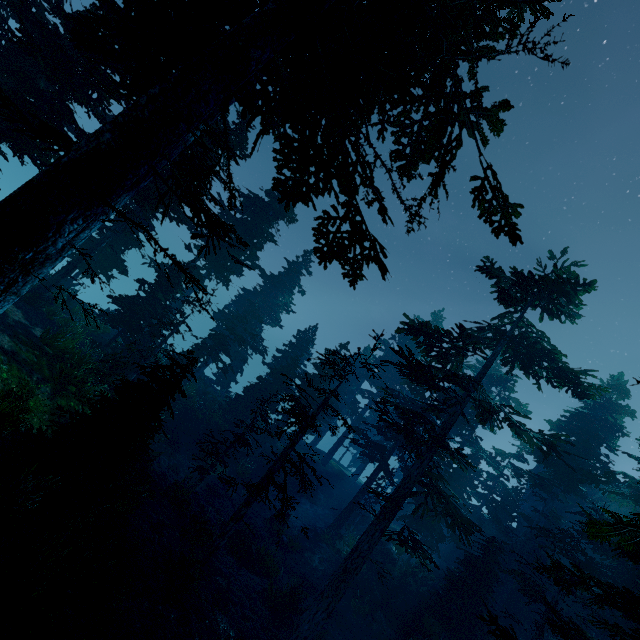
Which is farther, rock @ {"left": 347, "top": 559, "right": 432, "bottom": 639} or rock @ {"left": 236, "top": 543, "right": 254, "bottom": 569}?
rock @ {"left": 347, "top": 559, "right": 432, "bottom": 639}

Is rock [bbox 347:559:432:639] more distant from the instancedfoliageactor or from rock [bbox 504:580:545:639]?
rock [bbox 504:580:545:639]

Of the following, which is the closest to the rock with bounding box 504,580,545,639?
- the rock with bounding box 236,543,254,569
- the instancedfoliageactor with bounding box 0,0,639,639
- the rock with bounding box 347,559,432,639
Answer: the instancedfoliageactor with bounding box 0,0,639,639

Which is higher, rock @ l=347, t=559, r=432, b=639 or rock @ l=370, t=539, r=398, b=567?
rock @ l=370, t=539, r=398, b=567

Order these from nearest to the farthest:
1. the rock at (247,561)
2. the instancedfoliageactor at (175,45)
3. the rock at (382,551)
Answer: the instancedfoliageactor at (175,45)
the rock at (247,561)
the rock at (382,551)

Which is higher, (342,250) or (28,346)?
(342,250)

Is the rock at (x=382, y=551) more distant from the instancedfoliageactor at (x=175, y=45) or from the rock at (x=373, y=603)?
the instancedfoliageactor at (x=175, y=45)

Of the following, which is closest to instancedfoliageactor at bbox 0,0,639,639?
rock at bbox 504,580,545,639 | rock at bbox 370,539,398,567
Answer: rock at bbox 504,580,545,639
